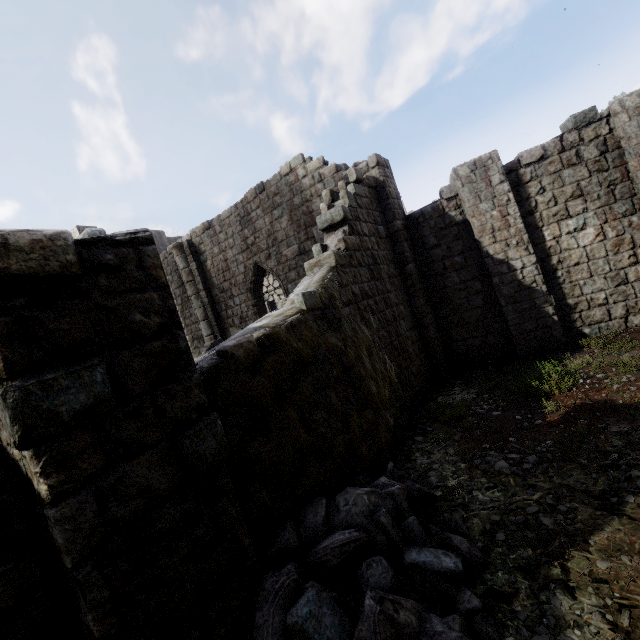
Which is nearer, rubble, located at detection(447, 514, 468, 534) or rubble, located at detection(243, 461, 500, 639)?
rubble, located at detection(243, 461, 500, 639)

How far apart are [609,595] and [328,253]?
6.2 meters

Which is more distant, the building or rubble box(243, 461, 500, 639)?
rubble box(243, 461, 500, 639)

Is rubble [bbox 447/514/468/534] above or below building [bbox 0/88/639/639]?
below

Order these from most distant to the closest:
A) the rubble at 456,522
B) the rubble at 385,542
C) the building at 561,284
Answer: the rubble at 456,522 < the rubble at 385,542 < the building at 561,284

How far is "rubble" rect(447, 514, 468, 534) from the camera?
4.06m

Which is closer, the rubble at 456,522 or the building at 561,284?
the building at 561,284
